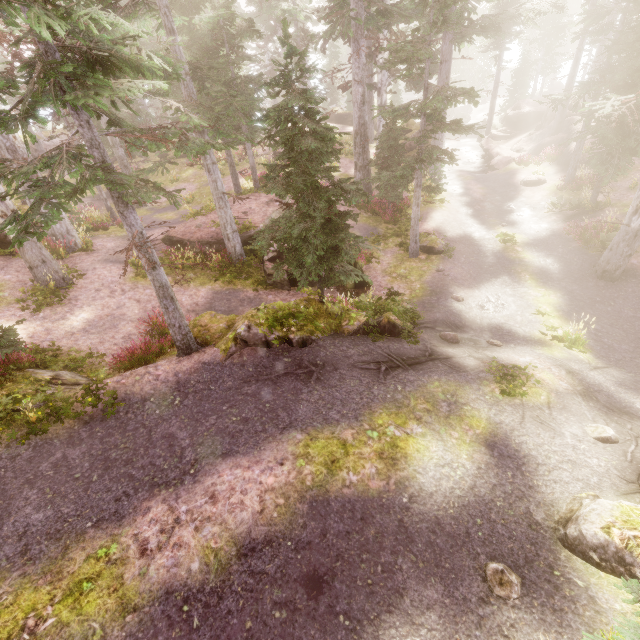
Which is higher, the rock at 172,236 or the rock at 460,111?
the rock at 172,236

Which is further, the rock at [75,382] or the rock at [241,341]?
the rock at [241,341]

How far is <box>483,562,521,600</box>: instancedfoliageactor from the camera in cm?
414

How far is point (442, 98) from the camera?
11.8m

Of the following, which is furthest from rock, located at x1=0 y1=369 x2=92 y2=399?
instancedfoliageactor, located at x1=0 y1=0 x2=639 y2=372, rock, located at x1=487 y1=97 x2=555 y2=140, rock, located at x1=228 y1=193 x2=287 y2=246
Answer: rock, located at x1=487 y1=97 x2=555 y2=140

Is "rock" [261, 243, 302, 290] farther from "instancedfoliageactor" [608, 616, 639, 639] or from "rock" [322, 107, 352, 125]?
"rock" [322, 107, 352, 125]

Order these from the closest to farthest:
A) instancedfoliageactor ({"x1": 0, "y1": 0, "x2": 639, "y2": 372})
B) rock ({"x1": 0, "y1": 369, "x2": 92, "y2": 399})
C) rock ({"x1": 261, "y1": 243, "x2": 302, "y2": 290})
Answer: instancedfoliageactor ({"x1": 0, "y1": 0, "x2": 639, "y2": 372}) < rock ({"x1": 0, "y1": 369, "x2": 92, "y2": 399}) < rock ({"x1": 261, "y1": 243, "x2": 302, "y2": 290})

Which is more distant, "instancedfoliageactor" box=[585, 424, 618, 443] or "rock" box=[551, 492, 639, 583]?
"instancedfoliageactor" box=[585, 424, 618, 443]
